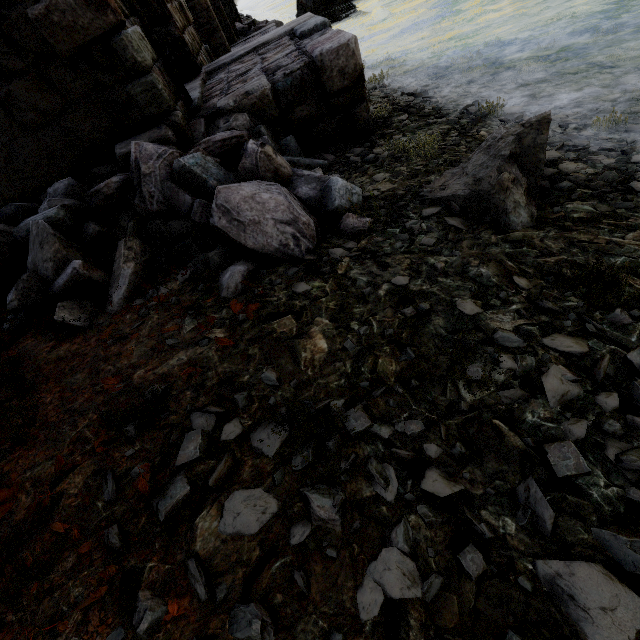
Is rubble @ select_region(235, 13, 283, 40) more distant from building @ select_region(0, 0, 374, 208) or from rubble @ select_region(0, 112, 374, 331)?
rubble @ select_region(0, 112, 374, 331)

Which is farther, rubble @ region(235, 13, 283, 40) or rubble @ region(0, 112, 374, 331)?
rubble @ region(235, 13, 283, 40)

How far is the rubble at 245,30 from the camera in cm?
1845

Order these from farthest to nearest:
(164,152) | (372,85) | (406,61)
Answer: (406,61), (372,85), (164,152)

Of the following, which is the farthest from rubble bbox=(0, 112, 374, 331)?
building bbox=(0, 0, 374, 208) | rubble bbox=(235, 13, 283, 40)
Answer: rubble bbox=(235, 13, 283, 40)

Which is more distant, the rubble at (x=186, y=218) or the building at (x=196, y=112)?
the building at (x=196, y=112)

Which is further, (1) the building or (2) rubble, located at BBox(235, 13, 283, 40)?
(2) rubble, located at BBox(235, 13, 283, 40)

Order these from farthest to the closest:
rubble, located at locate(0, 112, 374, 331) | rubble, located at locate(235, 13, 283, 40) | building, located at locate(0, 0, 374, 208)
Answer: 1. rubble, located at locate(235, 13, 283, 40)
2. building, located at locate(0, 0, 374, 208)
3. rubble, located at locate(0, 112, 374, 331)
